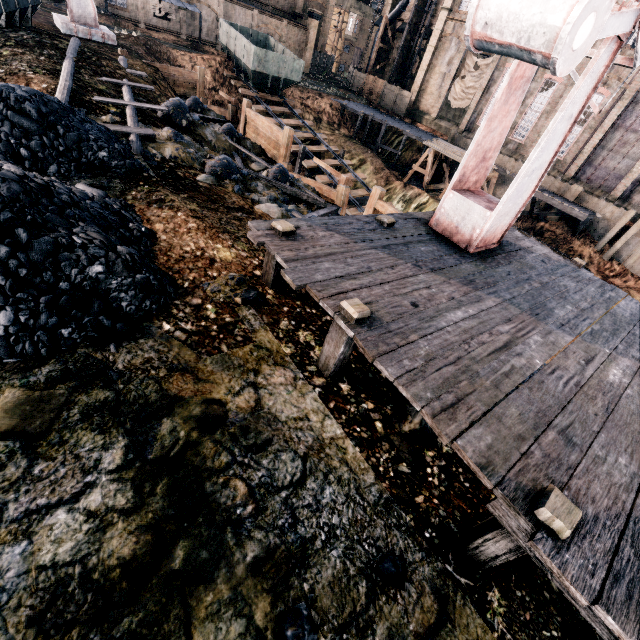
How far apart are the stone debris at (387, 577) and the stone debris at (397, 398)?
1.6 meters

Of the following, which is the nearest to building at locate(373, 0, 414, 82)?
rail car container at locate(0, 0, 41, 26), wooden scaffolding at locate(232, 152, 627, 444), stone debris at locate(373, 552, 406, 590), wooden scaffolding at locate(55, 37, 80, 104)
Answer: rail car container at locate(0, 0, 41, 26)

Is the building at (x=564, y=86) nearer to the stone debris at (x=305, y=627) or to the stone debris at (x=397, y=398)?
the stone debris at (x=397, y=398)

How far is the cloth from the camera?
36.3 meters

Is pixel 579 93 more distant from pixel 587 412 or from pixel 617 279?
pixel 617 279

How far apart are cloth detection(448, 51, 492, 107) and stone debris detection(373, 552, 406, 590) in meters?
47.6 m

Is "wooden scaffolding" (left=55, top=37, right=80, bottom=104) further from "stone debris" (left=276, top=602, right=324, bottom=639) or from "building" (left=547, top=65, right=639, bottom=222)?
"building" (left=547, top=65, right=639, bottom=222)

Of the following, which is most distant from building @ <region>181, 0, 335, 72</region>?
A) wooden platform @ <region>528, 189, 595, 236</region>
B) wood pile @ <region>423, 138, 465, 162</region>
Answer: wood pile @ <region>423, 138, 465, 162</region>
